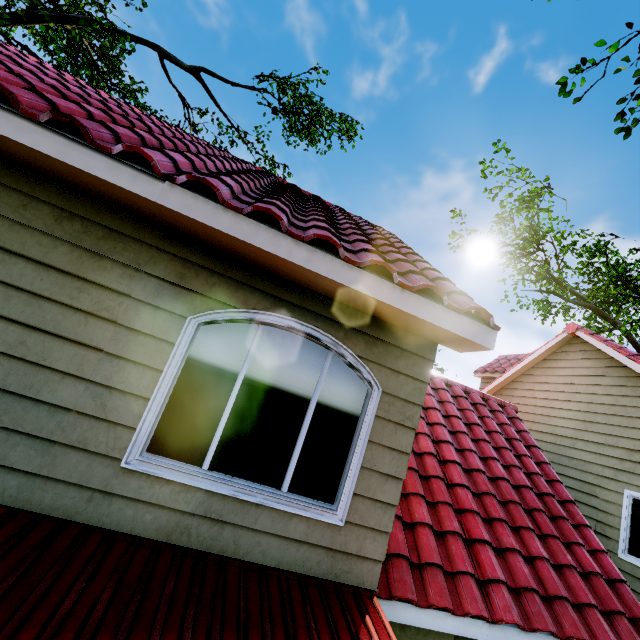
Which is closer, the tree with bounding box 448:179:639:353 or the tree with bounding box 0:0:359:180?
the tree with bounding box 0:0:359:180

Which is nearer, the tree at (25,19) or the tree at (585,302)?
the tree at (25,19)

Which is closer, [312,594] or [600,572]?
[312,594]
